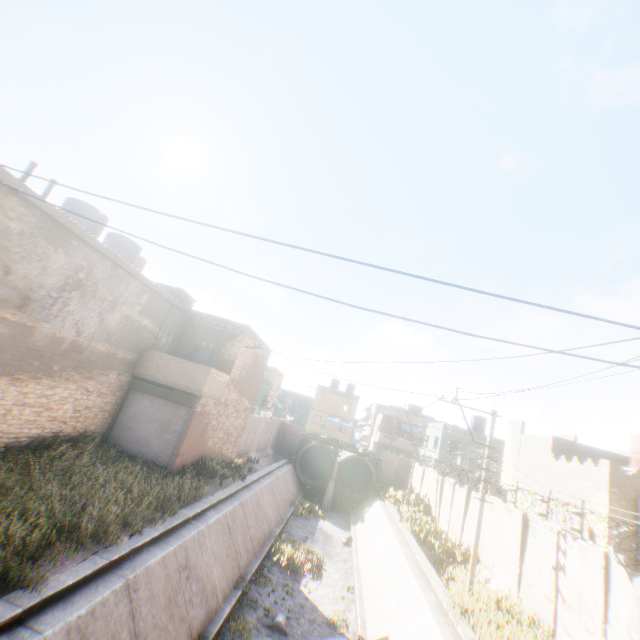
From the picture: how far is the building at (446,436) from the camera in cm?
3269

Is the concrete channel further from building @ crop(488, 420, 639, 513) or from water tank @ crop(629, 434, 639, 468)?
water tank @ crop(629, 434, 639, 468)

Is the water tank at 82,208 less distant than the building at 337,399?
Yes

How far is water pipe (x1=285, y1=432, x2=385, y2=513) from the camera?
29.9m

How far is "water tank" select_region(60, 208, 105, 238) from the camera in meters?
12.8

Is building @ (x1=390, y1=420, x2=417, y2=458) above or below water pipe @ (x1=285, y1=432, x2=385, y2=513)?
above

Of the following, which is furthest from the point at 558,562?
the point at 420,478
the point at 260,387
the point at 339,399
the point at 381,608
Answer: the point at 339,399

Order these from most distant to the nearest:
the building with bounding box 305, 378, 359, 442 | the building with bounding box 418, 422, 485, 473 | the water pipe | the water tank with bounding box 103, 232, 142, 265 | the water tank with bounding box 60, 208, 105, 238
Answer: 1. the building with bounding box 305, 378, 359, 442
2. the building with bounding box 418, 422, 485, 473
3. the water pipe
4. the water tank with bounding box 103, 232, 142, 265
5. the water tank with bounding box 60, 208, 105, 238
